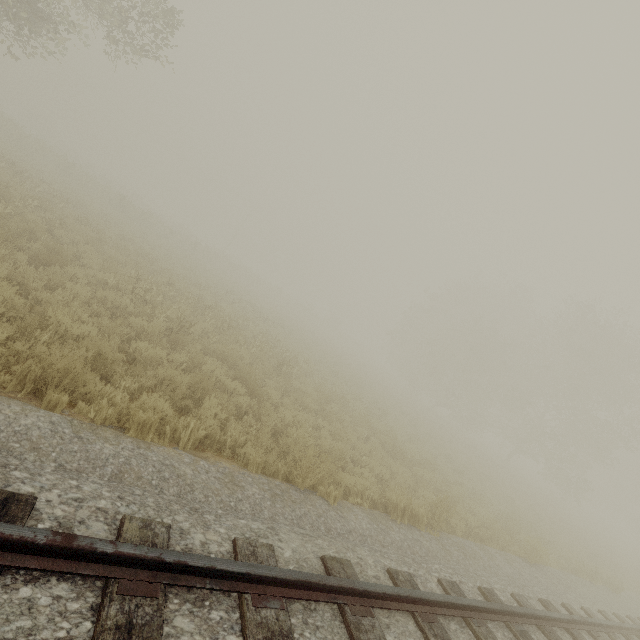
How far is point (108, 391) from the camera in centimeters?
487cm
